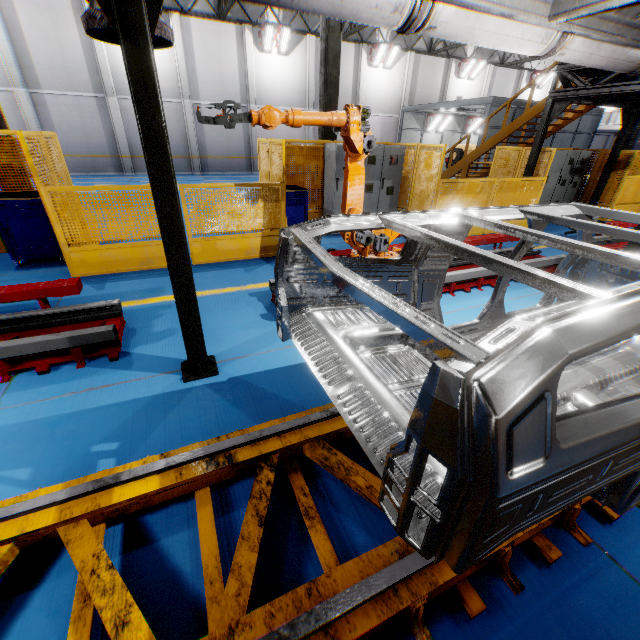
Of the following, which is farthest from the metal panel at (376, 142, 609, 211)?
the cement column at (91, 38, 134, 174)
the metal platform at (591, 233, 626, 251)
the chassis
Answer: the cement column at (91, 38, 134, 174)

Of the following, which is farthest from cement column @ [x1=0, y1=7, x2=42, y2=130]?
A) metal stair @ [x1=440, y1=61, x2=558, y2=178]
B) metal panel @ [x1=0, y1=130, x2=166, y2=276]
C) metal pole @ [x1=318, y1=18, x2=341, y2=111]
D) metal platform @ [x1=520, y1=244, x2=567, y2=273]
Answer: metal platform @ [x1=520, y1=244, x2=567, y2=273]

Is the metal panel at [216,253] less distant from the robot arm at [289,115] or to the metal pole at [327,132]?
the metal pole at [327,132]

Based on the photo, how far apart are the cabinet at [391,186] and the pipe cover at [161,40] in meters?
5.7

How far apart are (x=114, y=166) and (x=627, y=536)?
Answer: 25.24m

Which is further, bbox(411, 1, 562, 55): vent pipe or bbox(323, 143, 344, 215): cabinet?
bbox(323, 143, 344, 215): cabinet

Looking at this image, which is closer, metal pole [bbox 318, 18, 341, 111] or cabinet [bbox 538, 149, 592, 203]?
metal pole [bbox 318, 18, 341, 111]

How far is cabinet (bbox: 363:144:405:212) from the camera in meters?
8.3
